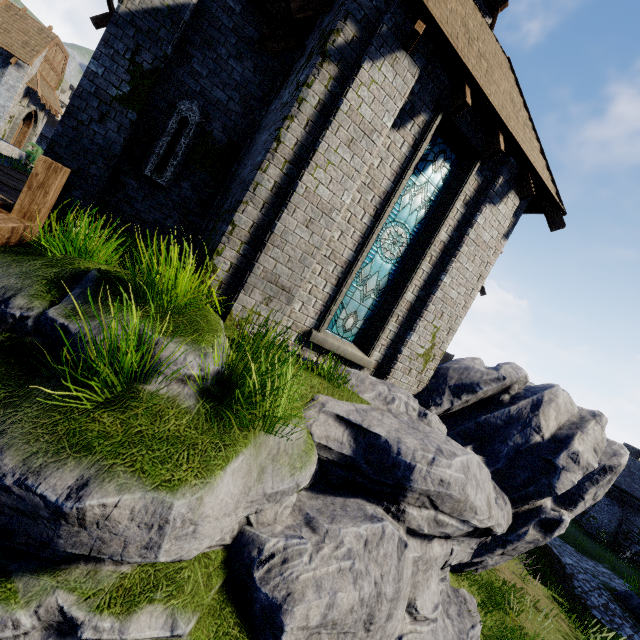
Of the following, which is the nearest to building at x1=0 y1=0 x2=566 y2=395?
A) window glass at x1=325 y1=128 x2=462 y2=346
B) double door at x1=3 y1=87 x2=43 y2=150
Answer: window glass at x1=325 y1=128 x2=462 y2=346

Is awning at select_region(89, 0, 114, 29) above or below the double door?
above

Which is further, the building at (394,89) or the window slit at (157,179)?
the window slit at (157,179)

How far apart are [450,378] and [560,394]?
2.89m

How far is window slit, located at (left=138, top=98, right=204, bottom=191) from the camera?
6.8 meters

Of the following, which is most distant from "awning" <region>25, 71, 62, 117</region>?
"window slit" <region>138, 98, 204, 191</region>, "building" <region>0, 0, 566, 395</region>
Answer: "window slit" <region>138, 98, 204, 191</region>

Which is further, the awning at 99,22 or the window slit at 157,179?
the awning at 99,22

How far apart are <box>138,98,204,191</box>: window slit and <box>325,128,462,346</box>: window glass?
4.52m
